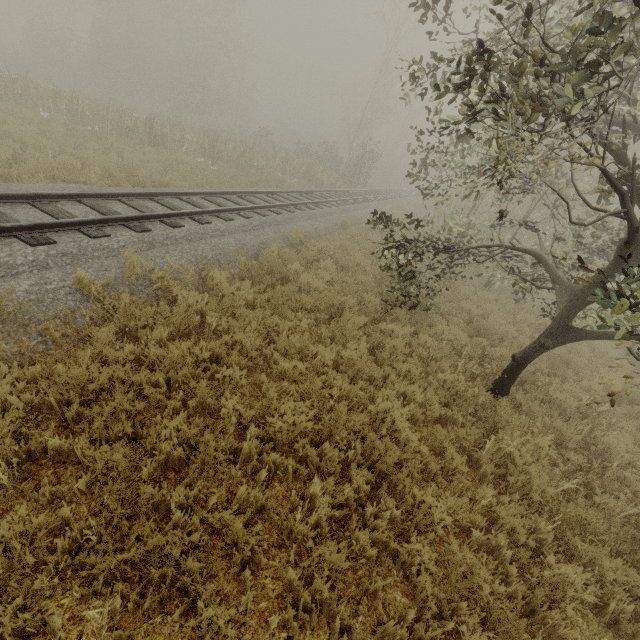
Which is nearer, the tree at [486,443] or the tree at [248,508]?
the tree at [248,508]

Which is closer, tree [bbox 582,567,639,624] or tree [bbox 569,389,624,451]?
tree [bbox 582,567,639,624]

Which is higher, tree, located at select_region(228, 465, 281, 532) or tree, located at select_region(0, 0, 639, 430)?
tree, located at select_region(0, 0, 639, 430)

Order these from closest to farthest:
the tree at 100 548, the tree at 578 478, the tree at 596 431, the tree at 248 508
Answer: Answer: the tree at 100 548, the tree at 248 508, the tree at 578 478, the tree at 596 431

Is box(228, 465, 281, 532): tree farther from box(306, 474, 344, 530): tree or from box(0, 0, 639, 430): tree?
box(0, 0, 639, 430): tree

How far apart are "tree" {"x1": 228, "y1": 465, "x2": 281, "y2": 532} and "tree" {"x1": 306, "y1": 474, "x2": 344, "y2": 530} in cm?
43

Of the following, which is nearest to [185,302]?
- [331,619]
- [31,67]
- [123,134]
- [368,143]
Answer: [331,619]
